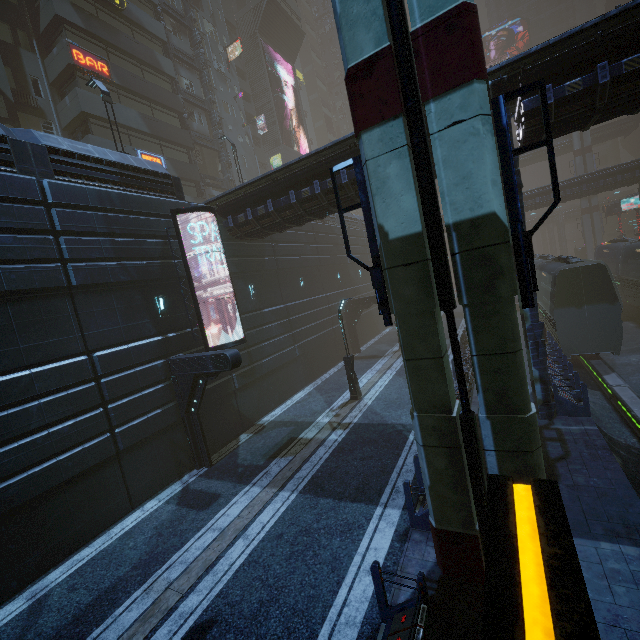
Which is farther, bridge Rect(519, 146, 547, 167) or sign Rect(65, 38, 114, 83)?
bridge Rect(519, 146, 547, 167)

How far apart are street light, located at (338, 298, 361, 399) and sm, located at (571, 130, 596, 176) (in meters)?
54.34

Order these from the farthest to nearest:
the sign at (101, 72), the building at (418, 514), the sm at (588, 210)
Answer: the sm at (588, 210)
the sign at (101, 72)
the building at (418, 514)

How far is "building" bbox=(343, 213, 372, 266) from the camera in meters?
33.0

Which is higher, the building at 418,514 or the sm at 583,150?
the sm at 583,150

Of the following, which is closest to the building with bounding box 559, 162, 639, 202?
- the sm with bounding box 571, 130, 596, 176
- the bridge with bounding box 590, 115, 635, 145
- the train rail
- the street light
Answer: the train rail

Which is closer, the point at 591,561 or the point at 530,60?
the point at 591,561
